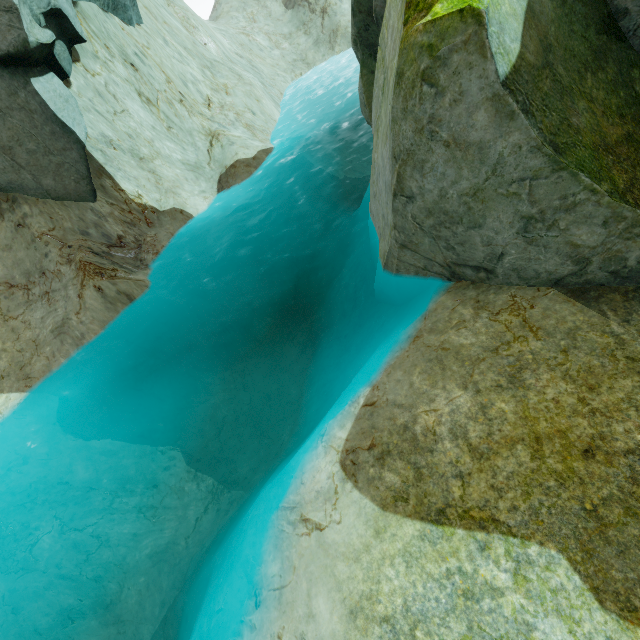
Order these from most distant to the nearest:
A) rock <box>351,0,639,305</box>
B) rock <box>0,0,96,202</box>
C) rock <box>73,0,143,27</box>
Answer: rock <box>73,0,143,27</box> → rock <box>0,0,96,202</box> → rock <box>351,0,639,305</box>

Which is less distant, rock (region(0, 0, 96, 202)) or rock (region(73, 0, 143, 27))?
rock (region(0, 0, 96, 202))

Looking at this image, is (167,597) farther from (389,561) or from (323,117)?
(323,117)

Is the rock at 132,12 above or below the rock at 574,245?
above

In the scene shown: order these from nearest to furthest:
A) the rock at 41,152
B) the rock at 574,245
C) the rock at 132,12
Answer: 1. the rock at 574,245
2. the rock at 41,152
3. the rock at 132,12

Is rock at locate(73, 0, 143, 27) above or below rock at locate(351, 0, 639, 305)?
above
